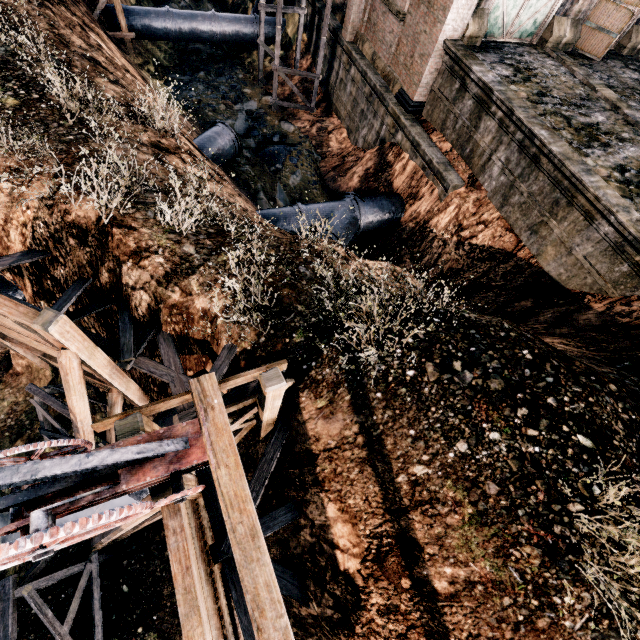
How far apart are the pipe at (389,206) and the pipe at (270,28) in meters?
16.6

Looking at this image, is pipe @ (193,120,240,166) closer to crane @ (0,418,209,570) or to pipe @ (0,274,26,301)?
pipe @ (0,274,26,301)

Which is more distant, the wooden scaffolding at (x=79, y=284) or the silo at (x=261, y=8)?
the silo at (x=261, y=8)

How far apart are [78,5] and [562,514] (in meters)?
29.32

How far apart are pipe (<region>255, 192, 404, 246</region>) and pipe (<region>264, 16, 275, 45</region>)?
16.57m

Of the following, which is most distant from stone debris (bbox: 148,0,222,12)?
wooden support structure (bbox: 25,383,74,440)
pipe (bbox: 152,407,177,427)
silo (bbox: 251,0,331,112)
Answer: wooden support structure (bbox: 25,383,74,440)

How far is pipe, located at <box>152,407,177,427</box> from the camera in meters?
9.4

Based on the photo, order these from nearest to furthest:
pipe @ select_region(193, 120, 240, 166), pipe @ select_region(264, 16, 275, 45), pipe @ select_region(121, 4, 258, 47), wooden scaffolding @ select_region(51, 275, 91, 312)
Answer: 1. wooden scaffolding @ select_region(51, 275, 91, 312)
2. pipe @ select_region(193, 120, 240, 166)
3. pipe @ select_region(121, 4, 258, 47)
4. pipe @ select_region(264, 16, 275, 45)
